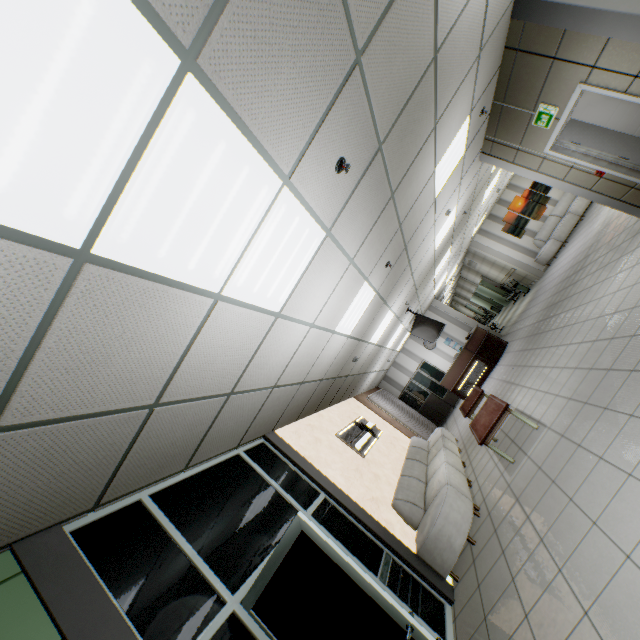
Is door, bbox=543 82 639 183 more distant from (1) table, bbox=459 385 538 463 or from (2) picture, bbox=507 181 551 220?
(2) picture, bbox=507 181 551 220

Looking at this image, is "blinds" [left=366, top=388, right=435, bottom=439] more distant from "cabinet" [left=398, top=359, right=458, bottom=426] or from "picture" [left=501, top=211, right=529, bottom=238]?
"picture" [left=501, top=211, right=529, bottom=238]

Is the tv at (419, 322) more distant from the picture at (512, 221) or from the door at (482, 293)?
the door at (482, 293)

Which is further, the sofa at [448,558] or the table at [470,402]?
the table at [470,402]

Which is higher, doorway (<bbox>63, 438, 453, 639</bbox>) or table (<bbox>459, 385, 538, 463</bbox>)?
doorway (<bbox>63, 438, 453, 639</bbox>)

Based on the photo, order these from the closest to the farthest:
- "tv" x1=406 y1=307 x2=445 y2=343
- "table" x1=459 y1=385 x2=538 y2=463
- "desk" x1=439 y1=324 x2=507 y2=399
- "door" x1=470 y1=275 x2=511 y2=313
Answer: "table" x1=459 y1=385 x2=538 y2=463
"tv" x1=406 y1=307 x2=445 y2=343
"desk" x1=439 y1=324 x2=507 y2=399
"door" x1=470 y1=275 x2=511 y2=313

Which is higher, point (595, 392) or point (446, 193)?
point (446, 193)

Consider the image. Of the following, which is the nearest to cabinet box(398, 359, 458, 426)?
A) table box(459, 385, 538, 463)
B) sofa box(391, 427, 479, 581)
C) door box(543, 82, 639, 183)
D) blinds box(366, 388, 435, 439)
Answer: blinds box(366, 388, 435, 439)
